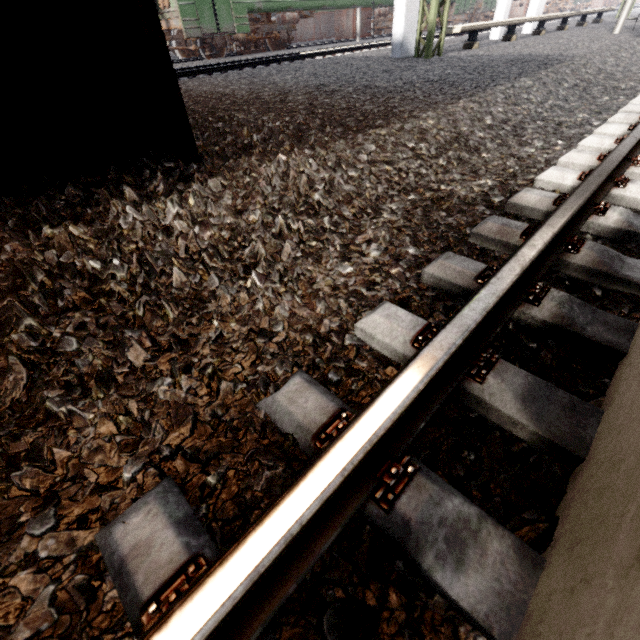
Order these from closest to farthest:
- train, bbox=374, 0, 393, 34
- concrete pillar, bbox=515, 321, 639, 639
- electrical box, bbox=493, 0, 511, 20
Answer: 1. concrete pillar, bbox=515, 321, 639, 639
2. electrical box, bbox=493, 0, 511, 20
3. train, bbox=374, 0, 393, 34

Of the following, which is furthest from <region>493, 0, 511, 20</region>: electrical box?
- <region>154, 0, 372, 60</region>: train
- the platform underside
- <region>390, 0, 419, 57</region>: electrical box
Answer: the platform underside

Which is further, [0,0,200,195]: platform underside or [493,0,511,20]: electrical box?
[493,0,511,20]: electrical box

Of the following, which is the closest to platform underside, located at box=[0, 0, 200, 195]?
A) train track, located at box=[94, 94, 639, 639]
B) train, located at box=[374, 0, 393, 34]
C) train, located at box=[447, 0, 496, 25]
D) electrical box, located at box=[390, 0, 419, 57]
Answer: train track, located at box=[94, 94, 639, 639]

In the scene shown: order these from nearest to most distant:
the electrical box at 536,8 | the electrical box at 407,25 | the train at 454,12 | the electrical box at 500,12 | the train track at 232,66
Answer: the electrical box at 407,25
the train track at 232,66
the electrical box at 500,12
the electrical box at 536,8
the train at 454,12

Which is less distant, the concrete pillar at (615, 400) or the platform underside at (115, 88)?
the concrete pillar at (615, 400)

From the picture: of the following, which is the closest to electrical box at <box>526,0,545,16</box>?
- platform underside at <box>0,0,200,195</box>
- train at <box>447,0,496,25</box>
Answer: train at <box>447,0,496,25</box>

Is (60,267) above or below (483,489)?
above
